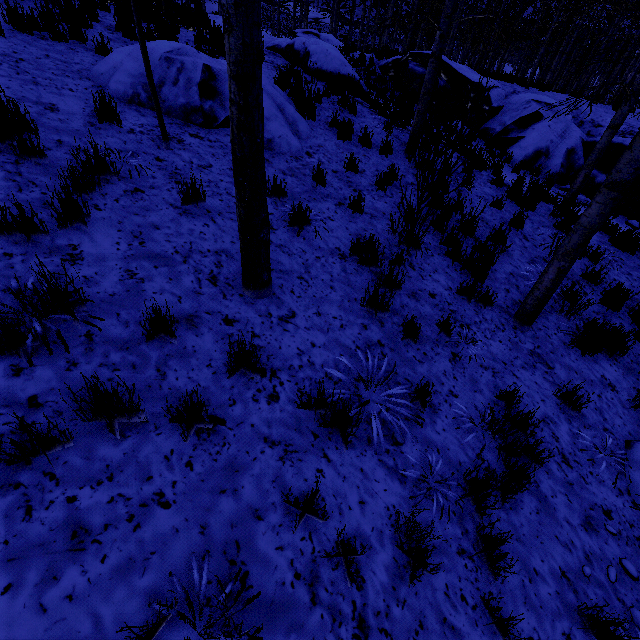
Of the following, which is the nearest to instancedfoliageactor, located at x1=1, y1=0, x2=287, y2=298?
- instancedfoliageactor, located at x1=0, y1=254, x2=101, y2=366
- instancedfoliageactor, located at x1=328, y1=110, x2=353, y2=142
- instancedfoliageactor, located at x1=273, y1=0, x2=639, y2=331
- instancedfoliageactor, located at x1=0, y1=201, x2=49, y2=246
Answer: instancedfoliageactor, located at x1=273, y1=0, x2=639, y2=331

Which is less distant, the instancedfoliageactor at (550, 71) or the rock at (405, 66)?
the instancedfoliageactor at (550, 71)

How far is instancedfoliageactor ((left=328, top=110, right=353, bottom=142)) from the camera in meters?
6.8

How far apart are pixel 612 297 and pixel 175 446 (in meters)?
6.99

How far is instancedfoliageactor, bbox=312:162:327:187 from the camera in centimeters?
550cm

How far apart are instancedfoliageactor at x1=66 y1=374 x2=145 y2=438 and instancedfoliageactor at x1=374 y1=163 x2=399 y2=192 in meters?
5.4 m

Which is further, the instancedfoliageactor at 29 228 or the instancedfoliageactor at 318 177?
the instancedfoliageactor at 318 177
